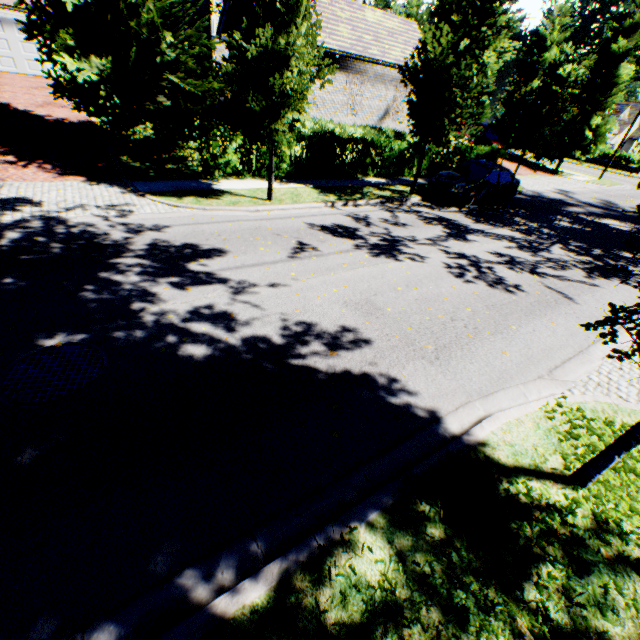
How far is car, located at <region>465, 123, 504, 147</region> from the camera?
26.52m

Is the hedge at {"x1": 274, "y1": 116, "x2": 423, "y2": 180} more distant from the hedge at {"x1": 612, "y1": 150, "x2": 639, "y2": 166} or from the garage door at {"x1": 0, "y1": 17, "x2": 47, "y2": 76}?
the hedge at {"x1": 612, "y1": 150, "x2": 639, "y2": 166}

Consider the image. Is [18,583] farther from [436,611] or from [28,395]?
[436,611]

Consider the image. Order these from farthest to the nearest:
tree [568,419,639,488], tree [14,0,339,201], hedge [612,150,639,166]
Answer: hedge [612,150,639,166]
tree [14,0,339,201]
tree [568,419,639,488]

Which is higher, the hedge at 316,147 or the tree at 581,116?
the tree at 581,116

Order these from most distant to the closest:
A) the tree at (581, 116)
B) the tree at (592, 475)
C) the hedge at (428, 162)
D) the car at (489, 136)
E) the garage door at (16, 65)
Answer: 1. the car at (489, 136)
2. the garage door at (16, 65)
3. the hedge at (428, 162)
4. the tree at (581, 116)
5. the tree at (592, 475)

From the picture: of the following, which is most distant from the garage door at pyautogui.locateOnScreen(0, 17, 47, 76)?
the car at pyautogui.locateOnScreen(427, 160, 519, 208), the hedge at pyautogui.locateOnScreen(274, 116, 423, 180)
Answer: the car at pyautogui.locateOnScreen(427, 160, 519, 208)

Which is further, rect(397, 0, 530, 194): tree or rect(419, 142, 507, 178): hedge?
rect(419, 142, 507, 178): hedge
